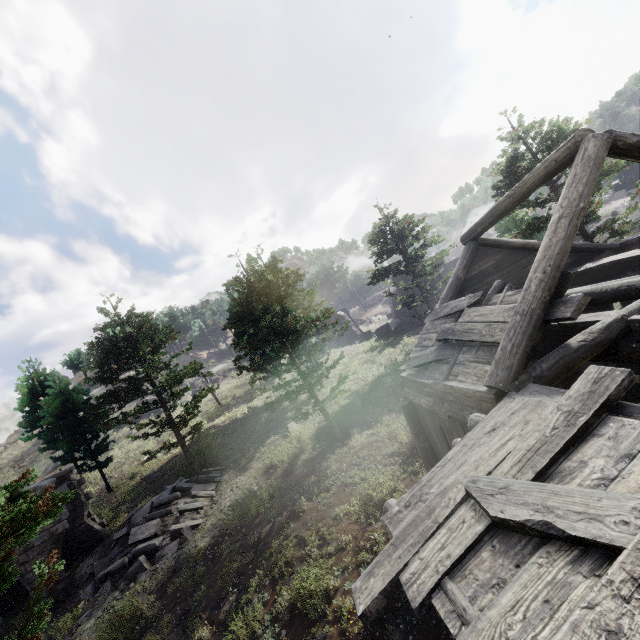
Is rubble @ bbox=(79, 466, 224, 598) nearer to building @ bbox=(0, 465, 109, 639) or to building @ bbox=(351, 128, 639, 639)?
building @ bbox=(0, 465, 109, 639)

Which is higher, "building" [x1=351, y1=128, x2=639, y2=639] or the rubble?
"building" [x1=351, y1=128, x2=639, y2=639]

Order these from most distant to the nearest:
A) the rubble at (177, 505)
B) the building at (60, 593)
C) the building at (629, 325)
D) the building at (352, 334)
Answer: the building at (352, 334)
the building at (60, 593)
the rubble at (177, 505)
the building at (629, 325)

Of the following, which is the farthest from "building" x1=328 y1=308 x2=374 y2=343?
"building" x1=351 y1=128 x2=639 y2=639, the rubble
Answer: "building" x1=351 y1=128 x2=639 y2=639

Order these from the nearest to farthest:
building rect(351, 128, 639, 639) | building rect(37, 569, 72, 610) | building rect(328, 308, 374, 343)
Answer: building rect(351, 128, 639, 639) < building rect(37, 569, 72, 610) < building rect(328, 308, 374, 343)

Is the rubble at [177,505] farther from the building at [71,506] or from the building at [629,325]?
the building at [629,325]

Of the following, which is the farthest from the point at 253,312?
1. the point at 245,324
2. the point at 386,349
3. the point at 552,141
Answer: the point at 552,141
